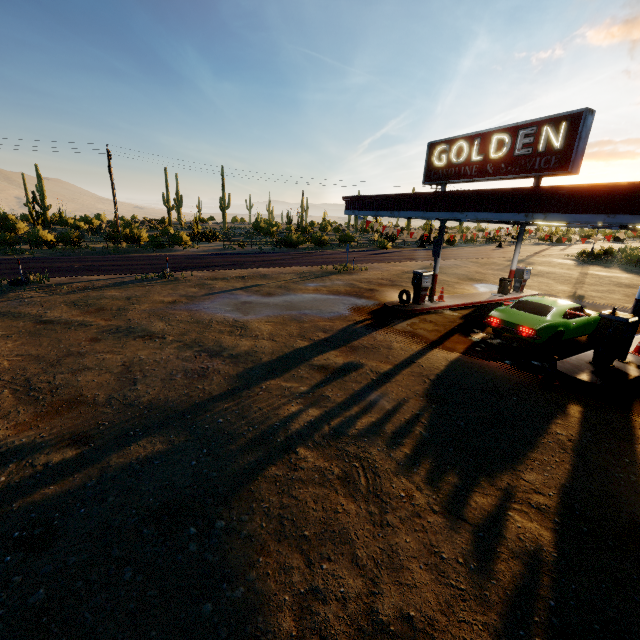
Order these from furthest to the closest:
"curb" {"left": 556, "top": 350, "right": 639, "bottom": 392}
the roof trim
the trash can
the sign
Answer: the trash can, the sign, "curb" {"left": 556, "top": 350, "right": 639, "bottom": 392}, the roof trim

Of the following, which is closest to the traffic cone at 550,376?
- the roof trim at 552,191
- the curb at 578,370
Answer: the curb at 578,370

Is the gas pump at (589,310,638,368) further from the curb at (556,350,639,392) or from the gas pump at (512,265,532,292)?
the gas pump at (512,265,532,292)

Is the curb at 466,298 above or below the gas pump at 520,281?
below

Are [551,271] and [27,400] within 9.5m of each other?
no

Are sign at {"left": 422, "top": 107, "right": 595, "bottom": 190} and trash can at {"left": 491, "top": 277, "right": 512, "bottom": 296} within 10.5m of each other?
yes

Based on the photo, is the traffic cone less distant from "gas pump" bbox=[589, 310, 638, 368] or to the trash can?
"gas pump" bbox=[589, 310, 638, 368]

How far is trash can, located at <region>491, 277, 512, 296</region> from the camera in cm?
1767
